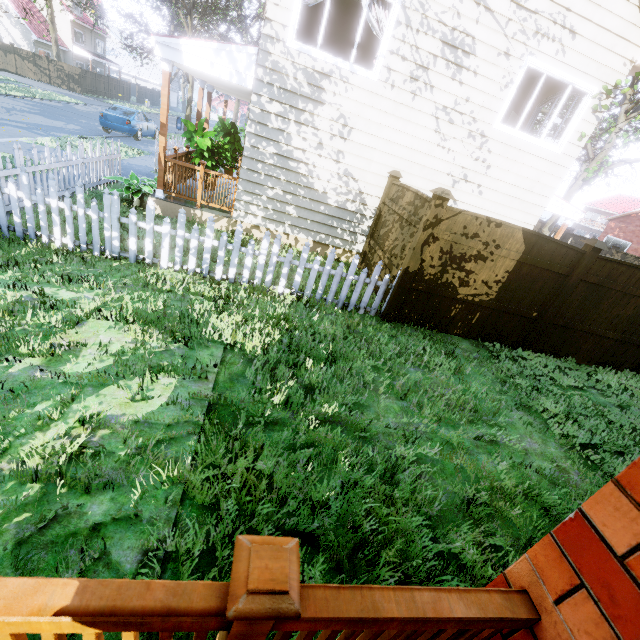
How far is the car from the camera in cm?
1628

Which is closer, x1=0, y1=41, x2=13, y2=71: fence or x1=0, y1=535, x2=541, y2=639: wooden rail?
x1=0, y1=535, x2=541, y2=639: wooden rail

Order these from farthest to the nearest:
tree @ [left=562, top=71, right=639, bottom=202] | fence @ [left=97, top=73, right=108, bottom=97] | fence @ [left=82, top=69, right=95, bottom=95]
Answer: fence @ [left=97, top=73, right=108, bottom=97] → fence @ [left=82, top=69, right=95, bottom=95] → tree @ [left=562, top=71, right=639, bottom=202]

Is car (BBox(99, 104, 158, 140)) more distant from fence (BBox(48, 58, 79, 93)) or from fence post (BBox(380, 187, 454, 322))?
fence post (BBox(380, 187, 454, 322))

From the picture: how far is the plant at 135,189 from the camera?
7.52m

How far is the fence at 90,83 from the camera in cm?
3180

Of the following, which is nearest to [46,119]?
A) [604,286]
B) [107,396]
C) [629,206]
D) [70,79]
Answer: [107,396]

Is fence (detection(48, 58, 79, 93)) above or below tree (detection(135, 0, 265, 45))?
below
